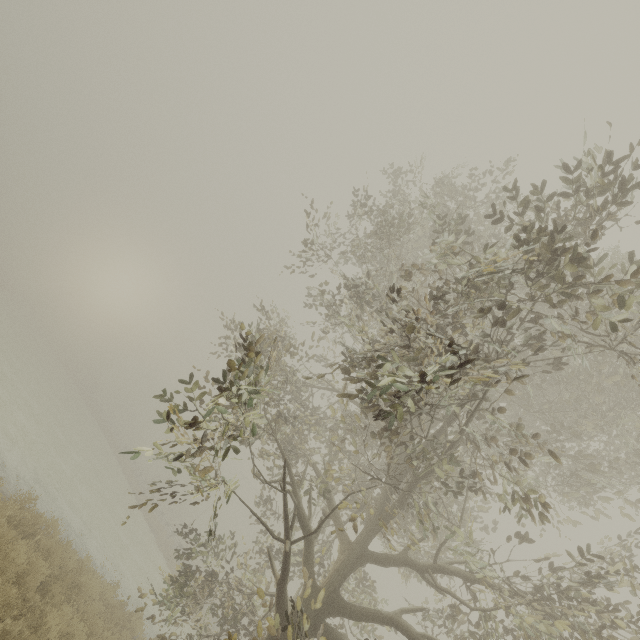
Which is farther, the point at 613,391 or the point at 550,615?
the point at 613,391
